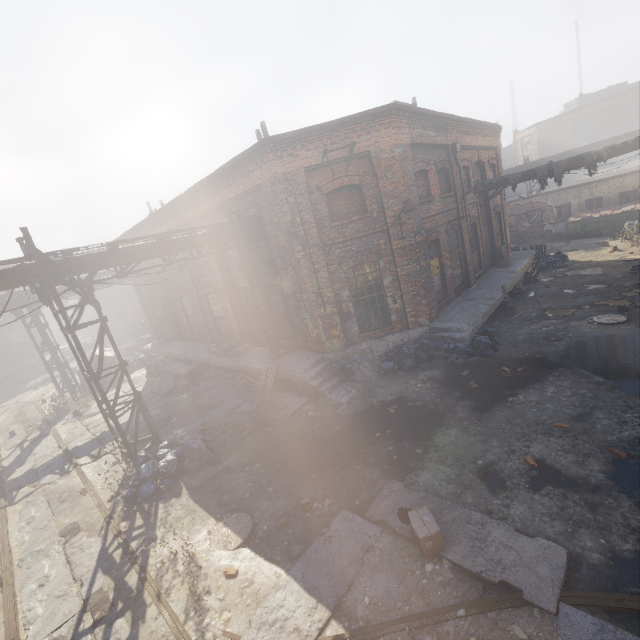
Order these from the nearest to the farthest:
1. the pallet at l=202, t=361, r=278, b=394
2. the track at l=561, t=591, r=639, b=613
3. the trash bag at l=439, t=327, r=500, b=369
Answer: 1. the track at l=561, t=591, r=639, b=613
2. the trash bag at l=439, t=327, r=500, b=369
3. the pallet at l=202, t=361, r=278, b=394

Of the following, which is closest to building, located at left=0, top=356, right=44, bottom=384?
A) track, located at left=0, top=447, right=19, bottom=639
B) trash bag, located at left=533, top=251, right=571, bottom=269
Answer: track, located at left=0, top=447, right=19, bottom=639

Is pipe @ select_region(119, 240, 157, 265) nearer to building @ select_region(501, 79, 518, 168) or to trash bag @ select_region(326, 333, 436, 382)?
trash bag @ select_region(326, 333, 436, 382)

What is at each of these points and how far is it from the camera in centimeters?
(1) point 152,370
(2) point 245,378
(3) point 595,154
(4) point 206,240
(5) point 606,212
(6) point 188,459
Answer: (1) trash bag, 1862cm
(2) pallet, 1328cm
(3) pipe, 1364cm
(4) pipe, 1091cm
(5) trash container, 2261cm
(6) trash bag, 871cm

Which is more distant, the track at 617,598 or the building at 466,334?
the building at 466,334

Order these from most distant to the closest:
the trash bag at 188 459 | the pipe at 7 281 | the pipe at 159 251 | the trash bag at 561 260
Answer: the trash bag at 561 260 → the pipe at 159 251 → the trash bag at 188 459 → the pipe at 7 281

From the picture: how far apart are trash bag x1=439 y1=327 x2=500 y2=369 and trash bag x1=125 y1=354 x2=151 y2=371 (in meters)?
19.20

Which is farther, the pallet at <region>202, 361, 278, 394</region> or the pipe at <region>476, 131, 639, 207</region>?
the pipe at <region>476, 131, 639, 207</region>
